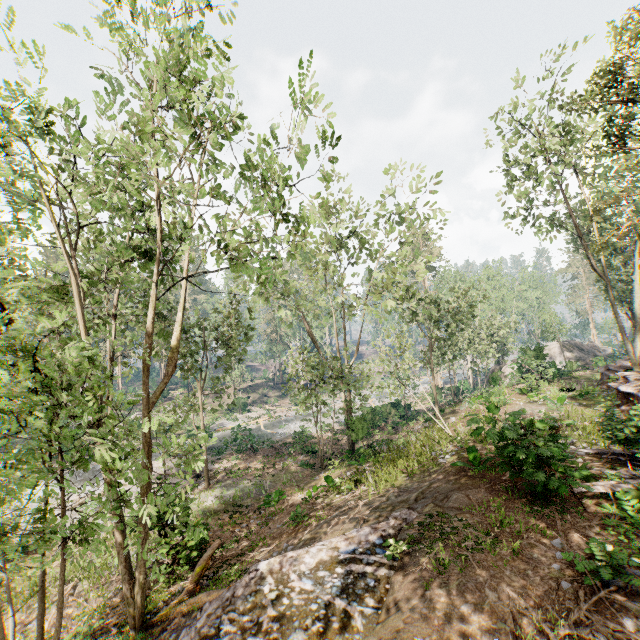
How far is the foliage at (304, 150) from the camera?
7.3m

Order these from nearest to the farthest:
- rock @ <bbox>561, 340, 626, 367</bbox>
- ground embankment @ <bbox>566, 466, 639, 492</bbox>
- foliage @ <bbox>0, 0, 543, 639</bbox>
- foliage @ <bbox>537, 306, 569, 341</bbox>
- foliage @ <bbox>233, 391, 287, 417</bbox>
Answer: foliage @ <bbox>0, 0, 543, 639</bbox> → ground embankment @ <bbox>566, 466, 639, 492</bbox> → foliage @ <bbox>537, 306, 569, 341</bbox> → rock @ <bbox>561, 340, 626, 367</bbox> → foliage @ <bbox>233, 391, 287, 417</bbox>

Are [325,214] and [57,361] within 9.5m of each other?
no

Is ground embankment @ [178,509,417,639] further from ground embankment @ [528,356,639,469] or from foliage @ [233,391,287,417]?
ground embankment @ [528,356,639,469]

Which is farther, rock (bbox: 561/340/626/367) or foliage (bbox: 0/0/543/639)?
rock (bbox: 561/340/626/367)

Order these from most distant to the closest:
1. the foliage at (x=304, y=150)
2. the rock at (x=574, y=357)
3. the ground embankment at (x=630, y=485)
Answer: the rock at (x=574, y=357), the ground embankment at (x=630, y=485), the foliage at (x=304, y=150)

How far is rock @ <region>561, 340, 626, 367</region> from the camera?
36.19m
